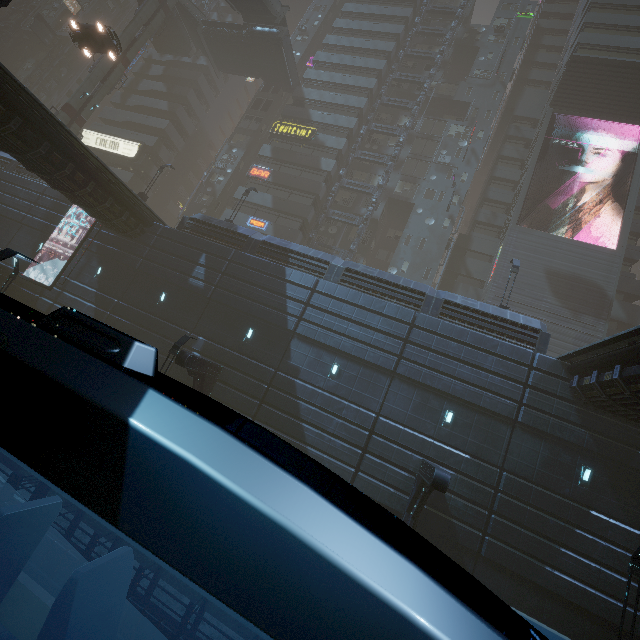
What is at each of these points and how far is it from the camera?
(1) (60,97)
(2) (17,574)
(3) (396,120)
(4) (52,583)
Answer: (1) building, 53.6m
(2) train, 1.8m
(3) building, 38.0m
(4) building, 6.2m

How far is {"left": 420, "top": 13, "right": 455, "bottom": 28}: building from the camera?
41.6 meters

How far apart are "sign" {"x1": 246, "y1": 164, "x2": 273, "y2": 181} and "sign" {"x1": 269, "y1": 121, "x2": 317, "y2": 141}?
4.3 meters

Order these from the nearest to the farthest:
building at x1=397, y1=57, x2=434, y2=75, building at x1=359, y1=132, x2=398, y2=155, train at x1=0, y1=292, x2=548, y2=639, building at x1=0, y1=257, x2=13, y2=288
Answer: train at x1=0, y1=292, x2=548, y2=639 < building at x1=0, y1=257, x2=13, y2=288 < building at x1=359, y1=132, x2=398, y2=155 < building at x1=397, y1=57, x2=434, y2=75

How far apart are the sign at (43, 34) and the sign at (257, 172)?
49.7m

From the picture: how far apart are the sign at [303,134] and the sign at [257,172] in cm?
434

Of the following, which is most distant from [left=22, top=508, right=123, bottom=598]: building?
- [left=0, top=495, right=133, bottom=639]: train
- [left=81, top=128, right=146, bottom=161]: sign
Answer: [left=0, top=495, right=133, bottom=639]: train
